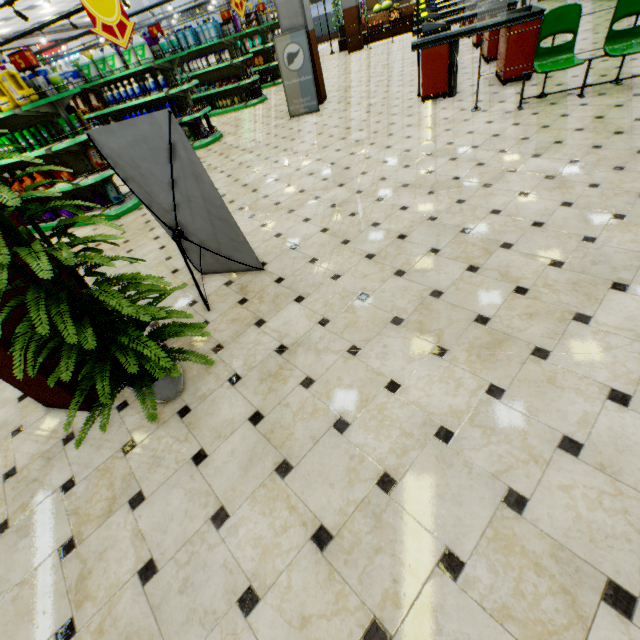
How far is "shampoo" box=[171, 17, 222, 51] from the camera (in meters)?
10.02

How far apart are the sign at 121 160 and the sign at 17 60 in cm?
417

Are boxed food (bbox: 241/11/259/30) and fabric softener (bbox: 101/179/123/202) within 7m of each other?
no

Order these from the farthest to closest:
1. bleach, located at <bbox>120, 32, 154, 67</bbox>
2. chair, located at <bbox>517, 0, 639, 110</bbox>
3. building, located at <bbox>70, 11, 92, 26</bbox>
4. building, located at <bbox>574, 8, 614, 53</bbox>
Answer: building, located at <bbox>70, 11, 92, 26</bbox> < bleach, located at <bbox>120, 32, 154, 67</bbox> < building, located at <bbox>574, 8, 614, 53</bbox> < chair, located at <bbox>517, 0, 639, 110</bbox>

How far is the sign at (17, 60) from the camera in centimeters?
478cm

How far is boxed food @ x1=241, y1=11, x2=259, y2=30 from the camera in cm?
1227

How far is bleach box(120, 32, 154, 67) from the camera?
7.3m

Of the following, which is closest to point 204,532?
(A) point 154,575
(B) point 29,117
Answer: (A) point 154,575
